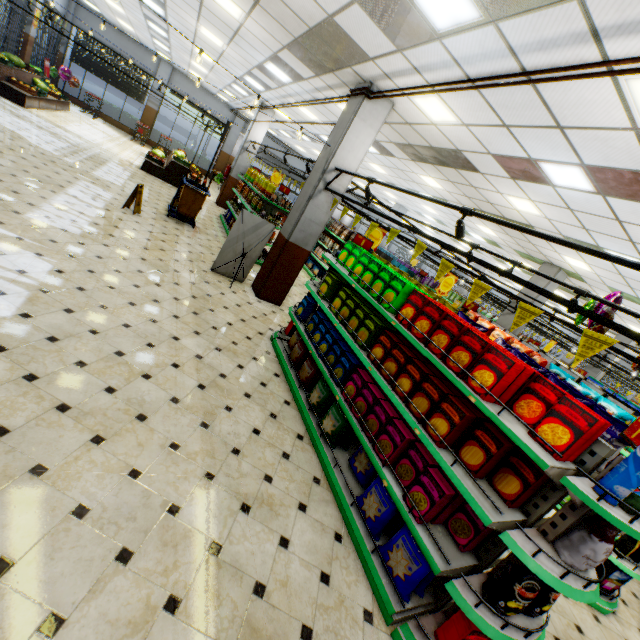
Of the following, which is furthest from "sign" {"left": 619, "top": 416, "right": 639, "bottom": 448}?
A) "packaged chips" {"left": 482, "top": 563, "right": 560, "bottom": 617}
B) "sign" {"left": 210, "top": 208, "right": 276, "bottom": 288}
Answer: "sign" {"left": 210, "top": 208, "right": 276, "bottom": 288}

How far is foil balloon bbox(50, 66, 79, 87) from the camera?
17.6m

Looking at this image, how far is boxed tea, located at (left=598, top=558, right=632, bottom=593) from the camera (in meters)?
4.26

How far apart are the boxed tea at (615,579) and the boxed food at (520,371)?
3.9m

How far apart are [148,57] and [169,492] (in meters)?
26.35

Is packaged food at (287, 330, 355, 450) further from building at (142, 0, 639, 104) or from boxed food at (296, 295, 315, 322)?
boxed food at (296, 295, 315, 322)

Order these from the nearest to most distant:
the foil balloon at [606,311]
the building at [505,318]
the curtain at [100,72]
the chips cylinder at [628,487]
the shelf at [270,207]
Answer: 1. the chips cylinder at [628,487]
2. the foil balloon at [606,311]
3. the shelf at [270,207]
4. the building at [505,318]
5. the curtain at [100,72]

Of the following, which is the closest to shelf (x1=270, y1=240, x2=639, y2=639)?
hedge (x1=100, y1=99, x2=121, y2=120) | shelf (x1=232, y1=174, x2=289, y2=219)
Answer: shelf (x1=232, y1=174, x2=289, y2=219)
